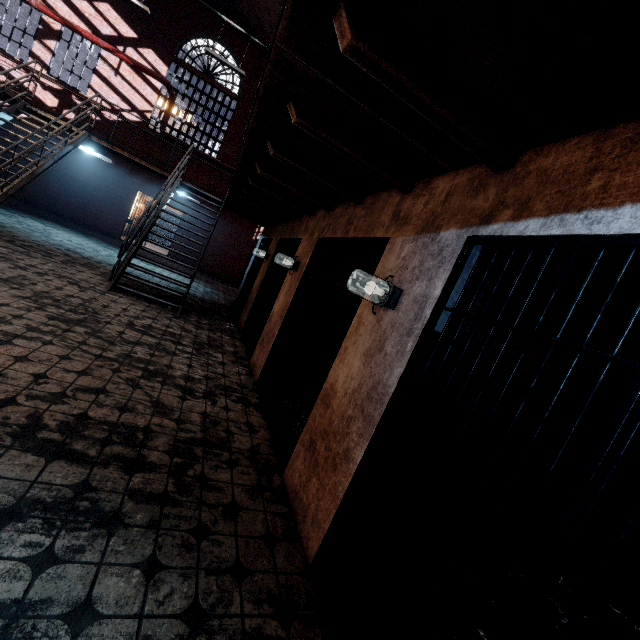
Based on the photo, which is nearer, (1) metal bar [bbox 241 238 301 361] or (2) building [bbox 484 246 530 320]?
(2) building [bbox 484 246 530 320]

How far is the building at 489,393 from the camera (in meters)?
2.49

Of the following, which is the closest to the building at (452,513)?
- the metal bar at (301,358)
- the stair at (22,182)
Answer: the metal bar at (301,358)

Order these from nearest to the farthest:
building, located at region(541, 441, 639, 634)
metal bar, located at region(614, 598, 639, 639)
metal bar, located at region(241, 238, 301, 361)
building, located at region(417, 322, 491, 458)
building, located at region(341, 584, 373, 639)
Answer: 1. metal bar, located at region(614, 598, 639, 639)
2. building, located at region(341, 584, 373, 639)
3. building, located at region(417, 322, 491, 458)
4. building, located at region(541, 441, 639, 634)
5. metal bar, located at region(241, 238, 301, 361)

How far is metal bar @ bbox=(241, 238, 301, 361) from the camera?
6.11m

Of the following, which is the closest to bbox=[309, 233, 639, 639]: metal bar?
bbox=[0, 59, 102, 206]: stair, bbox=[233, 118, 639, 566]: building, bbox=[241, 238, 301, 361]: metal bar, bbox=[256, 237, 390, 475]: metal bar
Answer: bbox=[233, 118, 639, 566]: building

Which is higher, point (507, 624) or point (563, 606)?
point (507, 624)
